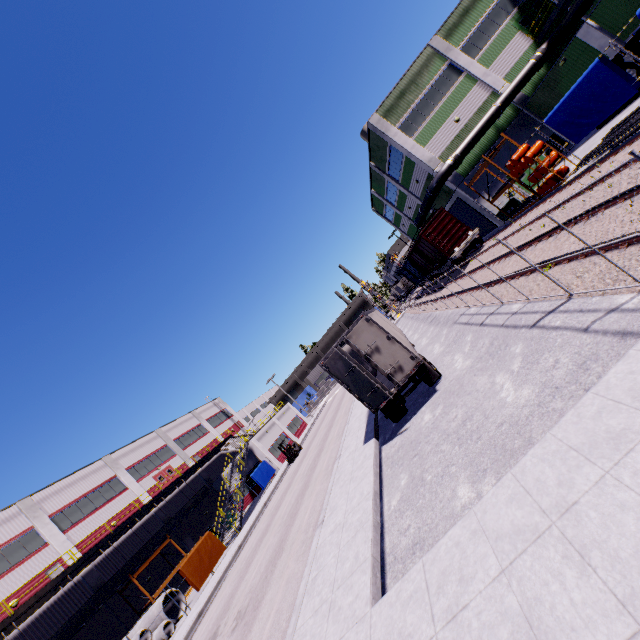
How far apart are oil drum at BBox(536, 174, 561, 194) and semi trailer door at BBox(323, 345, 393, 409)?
17.20m

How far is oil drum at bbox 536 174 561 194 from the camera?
18.86m

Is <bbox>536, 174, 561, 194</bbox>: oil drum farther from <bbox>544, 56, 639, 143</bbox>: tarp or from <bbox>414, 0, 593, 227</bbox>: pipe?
<bbox>414, 0, 593, 227</bbox>: pipe

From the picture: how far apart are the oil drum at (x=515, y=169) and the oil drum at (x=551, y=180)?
1.3 meters

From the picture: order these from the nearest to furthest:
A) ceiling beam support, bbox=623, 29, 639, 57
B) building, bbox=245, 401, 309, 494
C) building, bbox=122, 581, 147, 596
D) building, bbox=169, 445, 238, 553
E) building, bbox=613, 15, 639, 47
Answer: ceiling beam support, bbox=623, 29, 639, 57 < building, bbox=613, 15, 639, 47 < building, bbox=122, 581, 147, 596 < building, bbox=169, 445, 238, 553 < building, bbox=245, 401, 309, 494

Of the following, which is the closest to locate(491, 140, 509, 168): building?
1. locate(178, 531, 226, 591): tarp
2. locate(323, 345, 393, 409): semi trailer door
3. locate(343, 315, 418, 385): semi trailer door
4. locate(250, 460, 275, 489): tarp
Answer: locate(250, 460, 275, 489): tarp

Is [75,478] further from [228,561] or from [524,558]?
[524,558]

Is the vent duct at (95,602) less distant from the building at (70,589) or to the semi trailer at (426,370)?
the building at (70,589)
